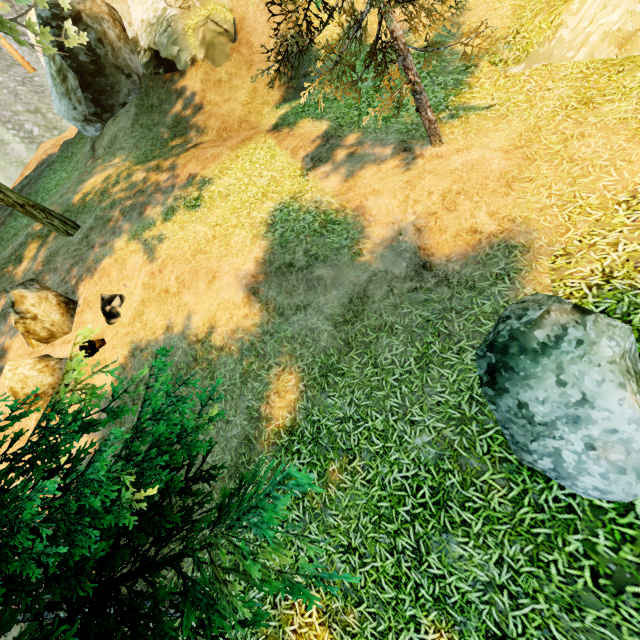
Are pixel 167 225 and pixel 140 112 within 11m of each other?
yes

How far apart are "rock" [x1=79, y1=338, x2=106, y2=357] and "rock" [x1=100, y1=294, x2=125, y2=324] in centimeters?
45cm

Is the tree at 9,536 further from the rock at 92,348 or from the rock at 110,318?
the rock at 110,318

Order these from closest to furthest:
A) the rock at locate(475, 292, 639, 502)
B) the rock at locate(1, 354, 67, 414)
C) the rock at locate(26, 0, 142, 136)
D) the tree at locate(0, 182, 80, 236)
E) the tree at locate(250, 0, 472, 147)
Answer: the rock at locate(475, 292, 639, 502) → the tree at locate(250, 0, 472, 147) → the rock at locate(1, 354, 67, 414) → the tree at locate(0, 182, 80, 236) → the rock at locate(26, 0, 142, 136)

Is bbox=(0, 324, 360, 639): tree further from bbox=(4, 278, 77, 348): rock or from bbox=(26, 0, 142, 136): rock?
bbox=(26, 0, 142, 136): rock

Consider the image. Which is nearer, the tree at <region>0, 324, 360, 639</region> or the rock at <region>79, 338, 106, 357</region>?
the tree at <region>0, 324, 360, 639</region>

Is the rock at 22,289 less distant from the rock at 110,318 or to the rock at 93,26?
the rock at 110,318

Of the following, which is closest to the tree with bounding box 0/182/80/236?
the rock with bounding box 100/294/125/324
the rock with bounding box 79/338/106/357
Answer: the rock with bounding box 79/338/106/357
